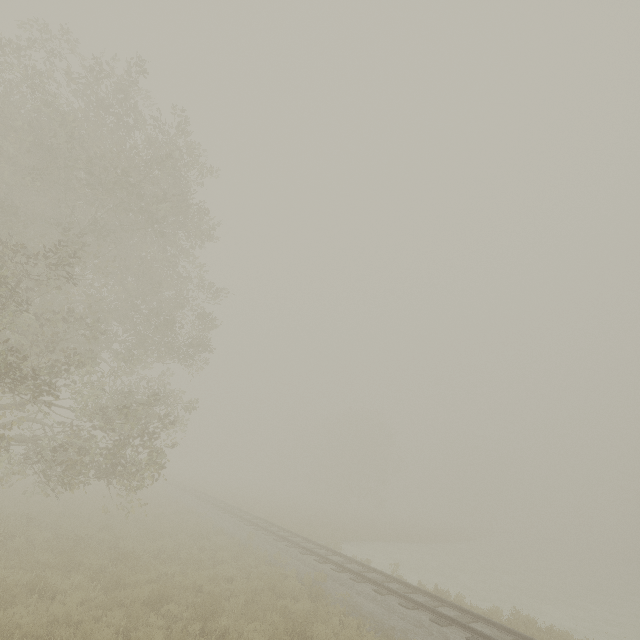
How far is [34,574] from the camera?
8.73m

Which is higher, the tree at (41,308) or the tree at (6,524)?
the tree at (41,308)

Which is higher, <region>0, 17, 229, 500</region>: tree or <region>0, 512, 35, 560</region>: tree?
<region>0, 17, 229, 500</region>: tree
